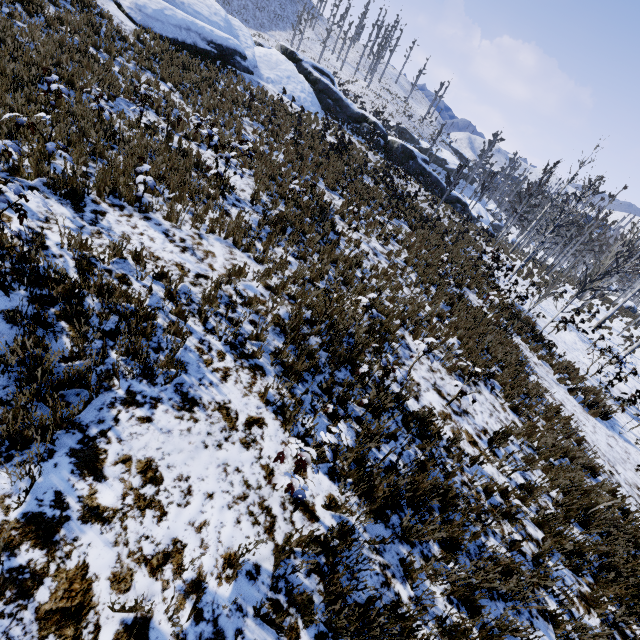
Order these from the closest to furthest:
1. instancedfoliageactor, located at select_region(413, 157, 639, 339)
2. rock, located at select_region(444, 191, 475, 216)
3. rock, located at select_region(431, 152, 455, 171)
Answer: instancedfoliageactor, located at select_region(413, 157, 639, 339), rock, located at select_region(444, 191, 475, 216), rock, located at select_region(431, 152, 455, 171)

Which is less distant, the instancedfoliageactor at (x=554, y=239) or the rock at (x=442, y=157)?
the instancedfoliageactor at (x=554, y=239)

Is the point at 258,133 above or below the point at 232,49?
below

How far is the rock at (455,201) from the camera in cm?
3438

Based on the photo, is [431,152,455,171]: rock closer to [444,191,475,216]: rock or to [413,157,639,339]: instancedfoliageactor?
[444,191,475,216]: rock

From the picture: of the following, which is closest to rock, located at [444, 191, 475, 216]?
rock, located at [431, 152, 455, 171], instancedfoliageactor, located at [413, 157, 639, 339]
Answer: instancedfoliageactor, located at [413, 157, 639, 339]
